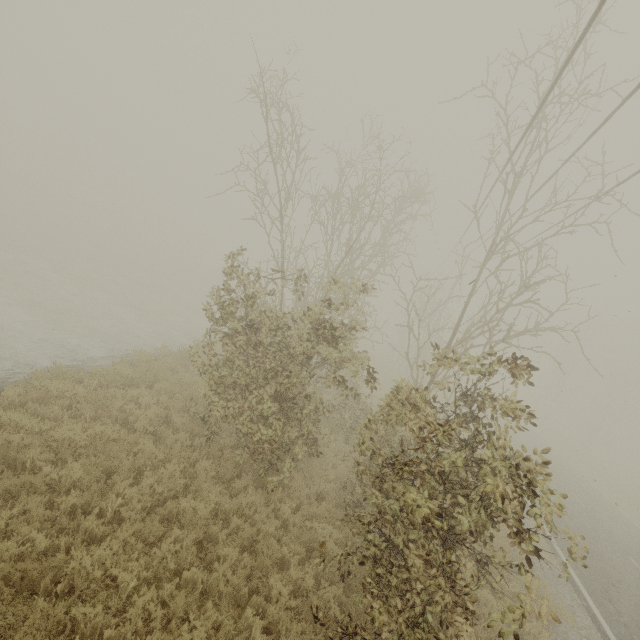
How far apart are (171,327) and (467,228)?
17.16m
